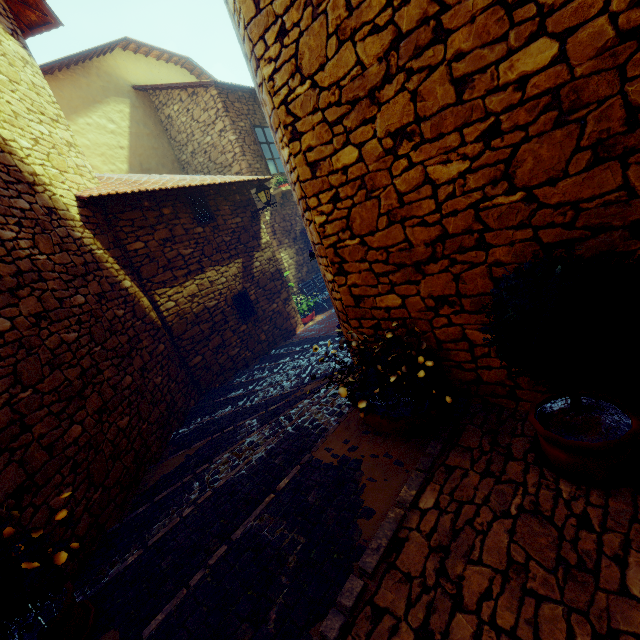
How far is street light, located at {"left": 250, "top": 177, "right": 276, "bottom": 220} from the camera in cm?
837

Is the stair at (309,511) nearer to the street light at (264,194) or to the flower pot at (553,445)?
the flower pot at (553,445)

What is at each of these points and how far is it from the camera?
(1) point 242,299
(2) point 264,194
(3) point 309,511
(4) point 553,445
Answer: (1) window, 8.09m
(2) street light, 8.39m
(3) stair, 2.36m
(4) flower pot, 1.93m

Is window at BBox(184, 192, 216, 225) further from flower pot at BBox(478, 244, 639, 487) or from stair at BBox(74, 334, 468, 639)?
flower pot at BBox(478, 244, 639, 487)

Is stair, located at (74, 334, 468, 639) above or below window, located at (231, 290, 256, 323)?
below

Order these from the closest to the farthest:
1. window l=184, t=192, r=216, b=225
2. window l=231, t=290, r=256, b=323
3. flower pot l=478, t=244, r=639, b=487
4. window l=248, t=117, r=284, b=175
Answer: flower pot l=478, t=244, r=639, b=487 < window l=184, t=192, r=216, b=225 < window l=231, t=290, r=256, b=323 < window l=248, t=117, r=284, b=175

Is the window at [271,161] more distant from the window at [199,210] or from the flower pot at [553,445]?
the flower pot at [553,445]

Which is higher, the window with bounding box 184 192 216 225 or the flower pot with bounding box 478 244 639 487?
the window with bounding box 184 192 216 225
